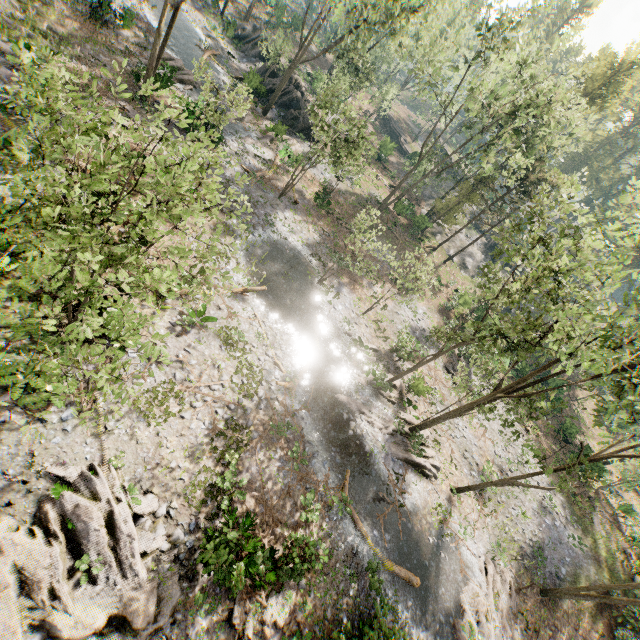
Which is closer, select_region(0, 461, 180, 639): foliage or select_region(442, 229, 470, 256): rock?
select_region(0, 461, 180, 639): foliage

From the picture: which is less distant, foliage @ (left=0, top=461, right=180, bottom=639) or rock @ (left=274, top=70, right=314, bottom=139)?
→ foliage @ (left=0, top=461, right=180, bottom=639)

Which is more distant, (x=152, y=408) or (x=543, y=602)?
(x=543, y=602)

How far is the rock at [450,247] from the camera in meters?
44.3

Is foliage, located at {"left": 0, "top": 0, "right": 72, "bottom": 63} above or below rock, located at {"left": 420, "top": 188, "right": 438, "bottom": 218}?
below

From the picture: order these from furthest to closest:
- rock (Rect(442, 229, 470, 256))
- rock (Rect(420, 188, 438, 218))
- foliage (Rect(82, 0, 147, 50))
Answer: rock (Rect(420, 188, 438, 218)) → rock (Rect(442, 229, 470, 256)) → foliage (Rect(82, 0, 147, 50))

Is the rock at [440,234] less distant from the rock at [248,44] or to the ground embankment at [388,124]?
the ground embankment at [388,124]

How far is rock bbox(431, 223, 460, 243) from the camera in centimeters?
4433cm
